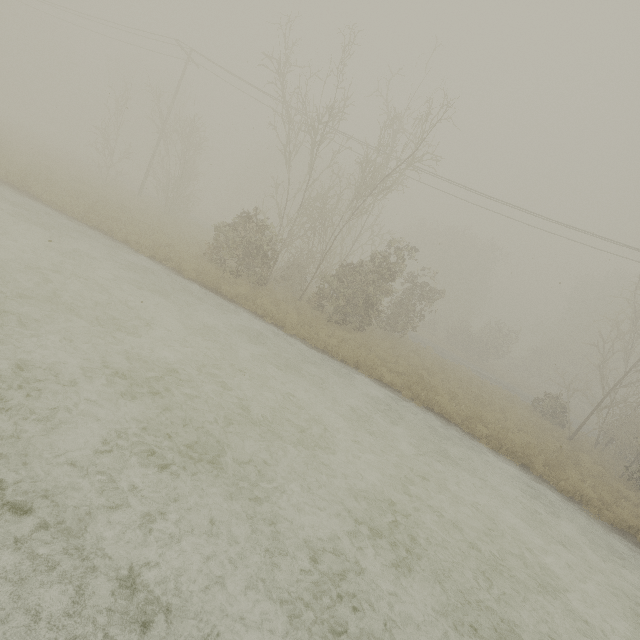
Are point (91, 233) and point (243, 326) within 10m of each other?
yes
